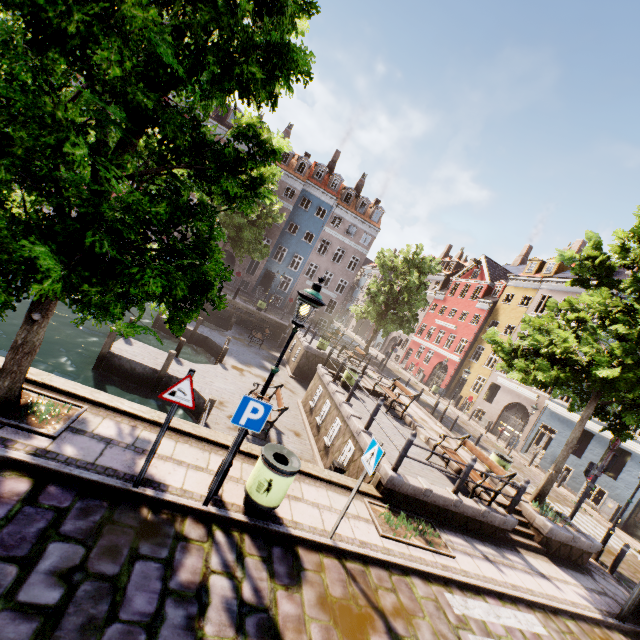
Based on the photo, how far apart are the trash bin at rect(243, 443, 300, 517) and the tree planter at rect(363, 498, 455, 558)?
2.35m

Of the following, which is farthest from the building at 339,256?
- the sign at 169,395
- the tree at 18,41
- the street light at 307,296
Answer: the sign at 169,395

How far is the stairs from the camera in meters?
9.0

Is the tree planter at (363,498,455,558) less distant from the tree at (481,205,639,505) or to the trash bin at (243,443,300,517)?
the trash bin at (243,443,300,517)

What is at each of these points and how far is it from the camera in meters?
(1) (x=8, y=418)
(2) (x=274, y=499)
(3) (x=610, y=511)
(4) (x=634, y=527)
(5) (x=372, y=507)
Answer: (1) tree planter, 4.8 m
(2) trash bin, 5.2 m
(3) electrical box, 17.2 m
(4) building, 16.5 m
(5) tree planter, 7.3 m

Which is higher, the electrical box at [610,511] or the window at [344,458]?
the electrical box at [610,511]

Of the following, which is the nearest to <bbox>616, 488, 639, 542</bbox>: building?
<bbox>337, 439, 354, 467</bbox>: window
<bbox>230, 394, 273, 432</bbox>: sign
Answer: <bbox>337, 439, 354, 467</bbox>: window

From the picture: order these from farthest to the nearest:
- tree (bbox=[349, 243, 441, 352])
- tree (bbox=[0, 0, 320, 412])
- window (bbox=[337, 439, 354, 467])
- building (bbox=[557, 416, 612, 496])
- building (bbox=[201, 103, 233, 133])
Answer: building (bbox=[201, 103, 233, 133]) → tree (bbox=[349, 243, 441, 352]) → building (bbox=[557, 416, 612, 496]) → window (bbox=[337, 439, 354, 467]) → tree (bbox=[0, 0, 320, 412])
